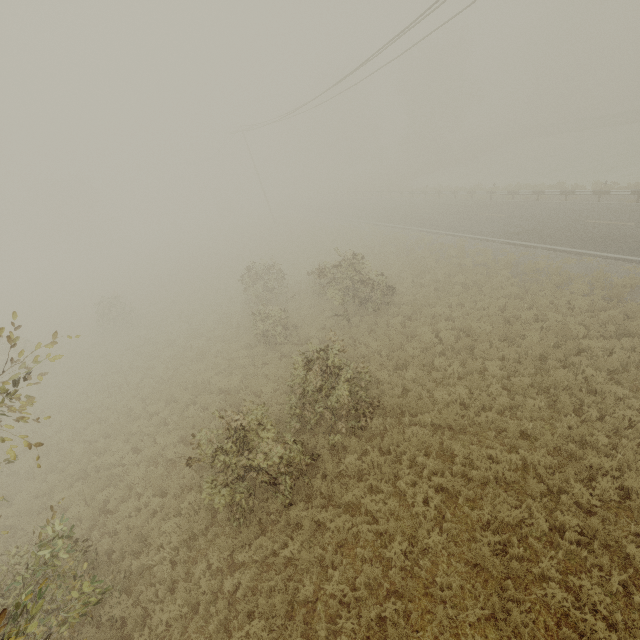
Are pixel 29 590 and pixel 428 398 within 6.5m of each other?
no

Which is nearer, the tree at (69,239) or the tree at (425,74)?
the tree at (425,74)

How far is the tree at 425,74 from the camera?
45.3 meters

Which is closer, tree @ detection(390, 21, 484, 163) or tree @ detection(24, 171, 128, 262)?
tree @ detection(390, 21, 484, 163)

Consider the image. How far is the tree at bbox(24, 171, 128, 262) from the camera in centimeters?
5097cm

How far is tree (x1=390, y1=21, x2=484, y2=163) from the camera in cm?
4528
